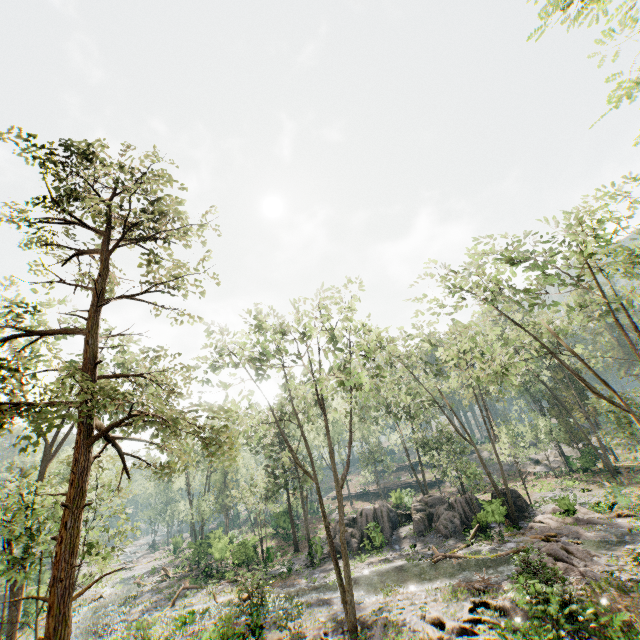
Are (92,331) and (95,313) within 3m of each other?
yes

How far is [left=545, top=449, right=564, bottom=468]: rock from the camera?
44.24m

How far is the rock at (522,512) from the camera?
27.14m

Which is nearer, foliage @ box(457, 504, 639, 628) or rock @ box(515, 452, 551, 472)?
foliage @ box(457, 504, 639, 628)

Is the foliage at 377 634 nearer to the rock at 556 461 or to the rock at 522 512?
the rock at 556 461

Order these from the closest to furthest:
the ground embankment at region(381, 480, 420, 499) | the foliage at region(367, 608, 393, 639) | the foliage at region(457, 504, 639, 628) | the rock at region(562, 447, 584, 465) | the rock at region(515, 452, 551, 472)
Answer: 1. the foliage at region(457, 504, 639, 628)
2. the foliage at region(367, 608, 393, 639)
3. the rock at region(562, 447, 584, 465)
4. the ground embankment at region(381, 480, 420, 499)
5. the rock at region(515, 452, 551, 472)

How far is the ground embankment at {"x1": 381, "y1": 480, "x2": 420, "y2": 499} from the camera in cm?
3792
